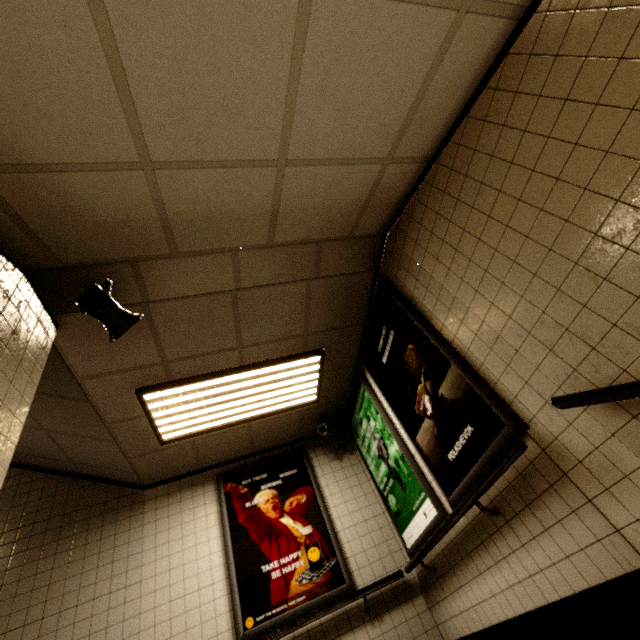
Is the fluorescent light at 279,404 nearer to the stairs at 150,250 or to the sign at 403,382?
the sign at 403,382

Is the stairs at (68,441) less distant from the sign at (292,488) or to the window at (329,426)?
the sign at (292,488)

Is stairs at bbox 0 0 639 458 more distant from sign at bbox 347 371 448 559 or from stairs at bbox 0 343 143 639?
sign at bbox 347 371 448 559

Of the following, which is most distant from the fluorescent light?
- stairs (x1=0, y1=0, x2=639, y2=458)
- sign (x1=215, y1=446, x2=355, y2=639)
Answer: stairs (x1=0, y1=0, x2=639, y2=458)

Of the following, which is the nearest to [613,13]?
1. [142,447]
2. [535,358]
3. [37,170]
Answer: [535,358]

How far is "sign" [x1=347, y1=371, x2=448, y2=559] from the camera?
3.1 meters

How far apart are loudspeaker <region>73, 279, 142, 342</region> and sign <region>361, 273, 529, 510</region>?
2.2m

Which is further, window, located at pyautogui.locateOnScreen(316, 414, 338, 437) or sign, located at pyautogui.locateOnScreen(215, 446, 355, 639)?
window, located at pyautogui.locateOnScreen(316, 414, 338, 437)
